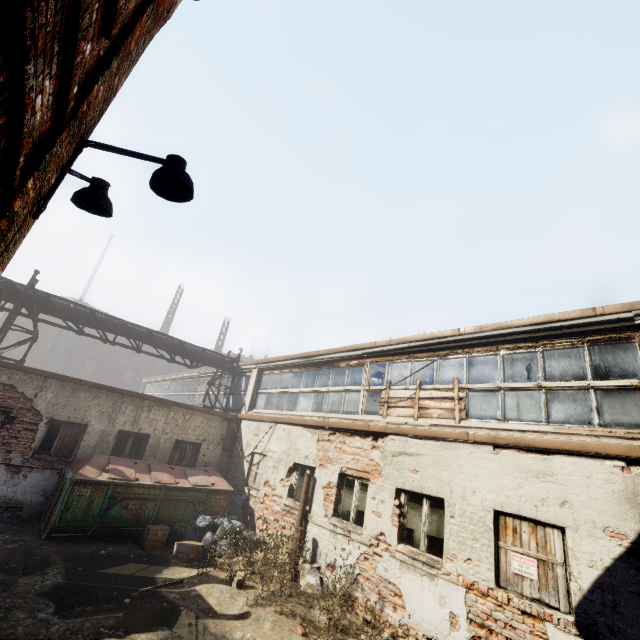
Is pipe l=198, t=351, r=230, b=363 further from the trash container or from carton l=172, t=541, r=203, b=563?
→ carton l=172, t=541, r=203, b=563

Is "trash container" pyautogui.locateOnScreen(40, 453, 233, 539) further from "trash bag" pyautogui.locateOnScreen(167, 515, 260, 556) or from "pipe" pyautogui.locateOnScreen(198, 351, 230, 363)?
"pipe" pyautogui.locateOnScreen(198, 351, 230, 363)

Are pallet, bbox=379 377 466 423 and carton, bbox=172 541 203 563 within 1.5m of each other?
no

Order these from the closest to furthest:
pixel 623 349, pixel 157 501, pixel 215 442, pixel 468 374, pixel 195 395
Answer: pixel 623 349, pixel 468 374, pixel 157 501, pixel 215 442, pixel 195 395

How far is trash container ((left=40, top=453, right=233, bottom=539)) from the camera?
7.8m

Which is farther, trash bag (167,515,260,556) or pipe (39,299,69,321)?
pipe (39,299,69,321)

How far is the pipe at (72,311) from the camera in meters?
11.8 m
